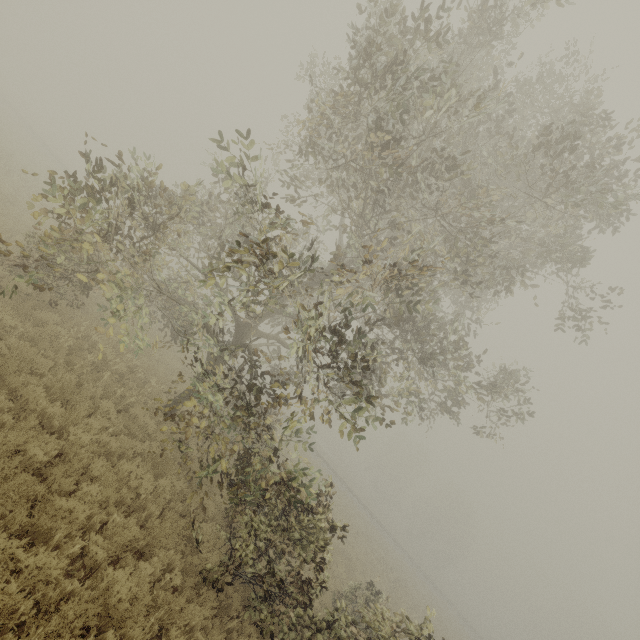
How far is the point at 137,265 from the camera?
9.3 meters
